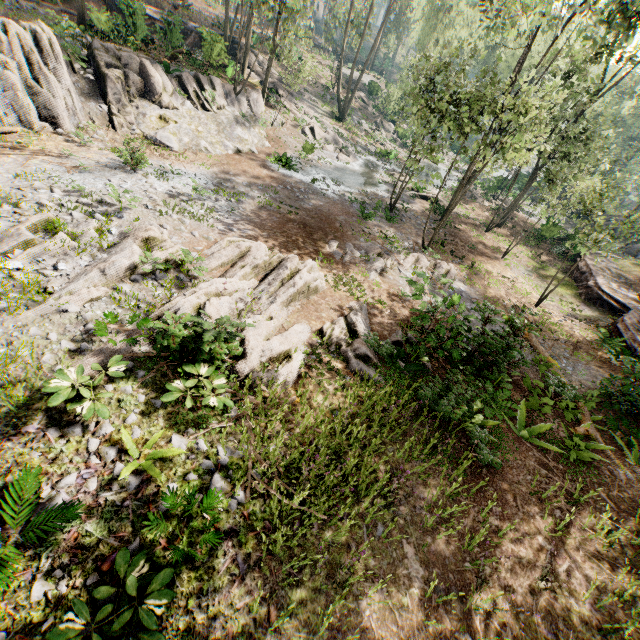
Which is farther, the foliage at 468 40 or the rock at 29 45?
the foliage at 468 40

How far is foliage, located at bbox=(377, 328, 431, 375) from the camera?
10.1 meters

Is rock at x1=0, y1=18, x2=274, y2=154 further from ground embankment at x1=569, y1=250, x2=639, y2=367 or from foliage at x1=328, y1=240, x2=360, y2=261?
ground embankment at x1=569, y1=250, x2=639, y2=367

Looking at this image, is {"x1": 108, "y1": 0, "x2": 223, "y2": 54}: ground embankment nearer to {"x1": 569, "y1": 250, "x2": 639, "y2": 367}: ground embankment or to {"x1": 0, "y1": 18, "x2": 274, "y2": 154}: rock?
{"x1": 0, "y1": 18, "x2": 274, "y2": 154}: rock

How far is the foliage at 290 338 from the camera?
6.9 meters

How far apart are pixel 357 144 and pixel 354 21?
19.7 meters

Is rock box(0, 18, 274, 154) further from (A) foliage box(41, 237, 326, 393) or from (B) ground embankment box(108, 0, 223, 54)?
(B) ground embankment box(108, 0, 223, 54)
